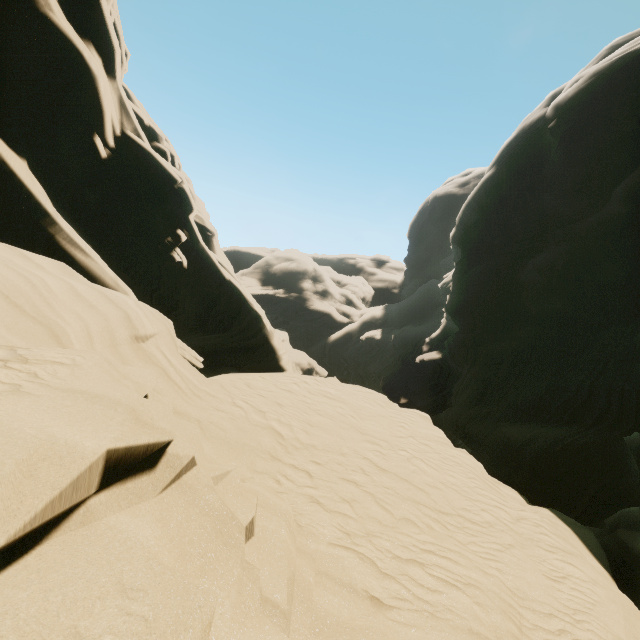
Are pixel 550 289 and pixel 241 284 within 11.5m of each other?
no
